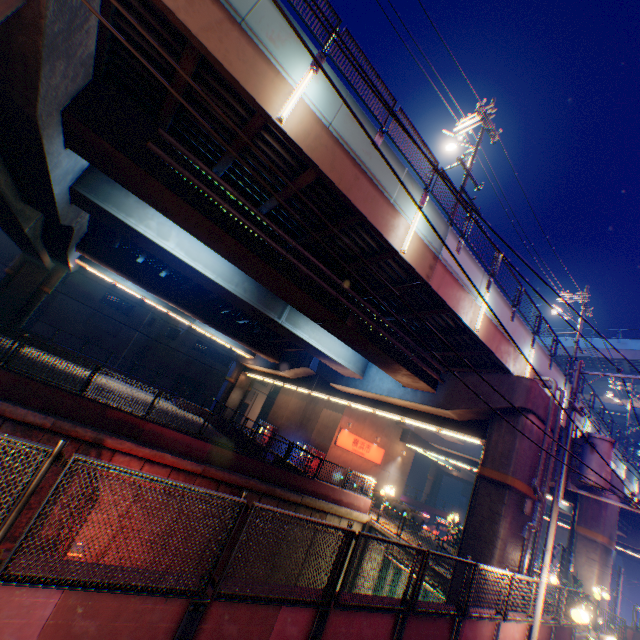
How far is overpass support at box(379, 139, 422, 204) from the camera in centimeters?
962cm

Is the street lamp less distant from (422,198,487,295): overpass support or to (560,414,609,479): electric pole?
(560,414,609,479): electric pole

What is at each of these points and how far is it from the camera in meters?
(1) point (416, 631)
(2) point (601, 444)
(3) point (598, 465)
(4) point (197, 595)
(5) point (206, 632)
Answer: (1) concrete block, 6.8
(2) electric pole, 10.6
(3) electric pole, 10.4
(4) metal fence, 4.0
(5) concrete block, 4.2

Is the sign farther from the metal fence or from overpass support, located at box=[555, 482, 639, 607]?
the metal fence

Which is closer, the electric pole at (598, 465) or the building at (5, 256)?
the electric pole at (598, 465)

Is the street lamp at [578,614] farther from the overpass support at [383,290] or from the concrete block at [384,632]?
the overpass support at [383,290]

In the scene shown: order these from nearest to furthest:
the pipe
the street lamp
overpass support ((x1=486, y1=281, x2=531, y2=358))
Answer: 1. the pipe
2. the street lamp
3. overpass support ((x1=486, y1=281, x2=531, y2=358))

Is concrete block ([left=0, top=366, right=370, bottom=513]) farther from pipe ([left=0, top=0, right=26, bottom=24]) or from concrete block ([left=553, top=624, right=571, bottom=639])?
concrete block ([left=553, top=624, right=571, bottom=639])
